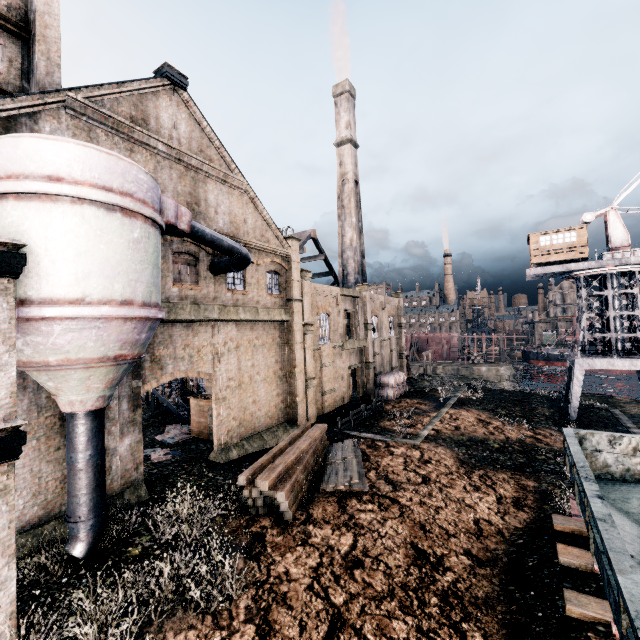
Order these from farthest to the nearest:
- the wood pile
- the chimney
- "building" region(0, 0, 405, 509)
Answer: the chimney → the wood pile → "building" region(0, 0, 405, 509)

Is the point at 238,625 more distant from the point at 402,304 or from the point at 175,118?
the point at 402,304

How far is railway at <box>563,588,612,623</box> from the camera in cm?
781

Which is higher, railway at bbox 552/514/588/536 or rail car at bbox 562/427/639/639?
rail car at bbox 562/427/639/639

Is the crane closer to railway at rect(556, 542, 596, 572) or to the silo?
railway at rect(556, 542, 596, 572)

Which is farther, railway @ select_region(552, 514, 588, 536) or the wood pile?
the wood pile

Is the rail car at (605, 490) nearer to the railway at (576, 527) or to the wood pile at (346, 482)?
the railway at (576, 527)

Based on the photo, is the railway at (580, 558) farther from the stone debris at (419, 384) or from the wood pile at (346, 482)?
the stone debris at (419, 384)
